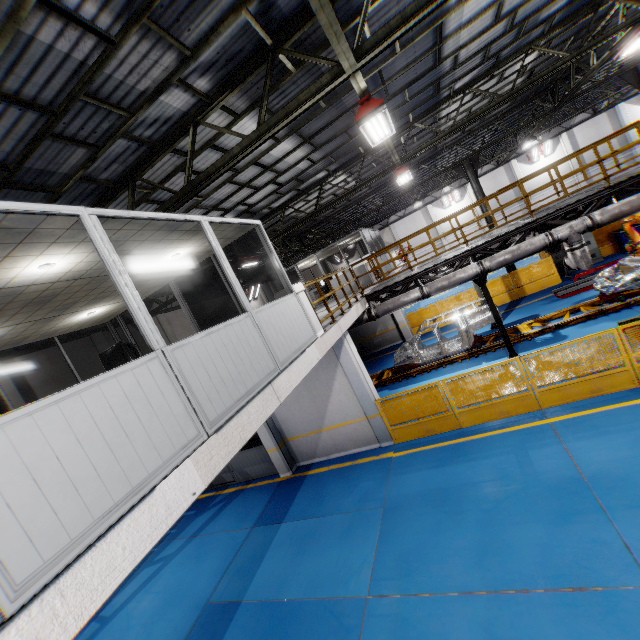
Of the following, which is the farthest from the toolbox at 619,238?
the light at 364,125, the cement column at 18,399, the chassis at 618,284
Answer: the cement column at 18,399

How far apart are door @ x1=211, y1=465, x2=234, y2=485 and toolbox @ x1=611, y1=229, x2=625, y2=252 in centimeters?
2110cm

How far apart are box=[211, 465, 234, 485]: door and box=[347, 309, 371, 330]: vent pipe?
5.6m

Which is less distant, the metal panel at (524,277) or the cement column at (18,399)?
the cement column at (18,399)

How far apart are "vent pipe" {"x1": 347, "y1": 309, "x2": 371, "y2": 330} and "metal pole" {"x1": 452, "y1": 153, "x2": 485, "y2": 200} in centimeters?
1068cm

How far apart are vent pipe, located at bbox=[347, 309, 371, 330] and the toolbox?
14.1m

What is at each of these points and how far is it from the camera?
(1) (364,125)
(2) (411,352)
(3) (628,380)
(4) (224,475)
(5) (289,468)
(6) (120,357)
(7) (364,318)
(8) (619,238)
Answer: (1) light, 6.2m
(2) chassis, 13.6m
(3) metal panel, 7.4m
(4) door, 12.2m
(5) cement column, 10.9m
(6) chair, 4.3m
(7) vent pipe, 12.1m
(8) toolbox, 16.0m

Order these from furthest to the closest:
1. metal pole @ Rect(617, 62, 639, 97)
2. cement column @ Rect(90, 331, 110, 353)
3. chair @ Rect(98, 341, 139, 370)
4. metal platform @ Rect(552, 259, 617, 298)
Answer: A: cement column @ Rect(90, 331, 110, 353) → metal pole @ Rect(617, 62, 639, 97) → metal platform @ Rect(552, 259, 617, 298) → chair @ Rect(98, 341, 139, 370)
